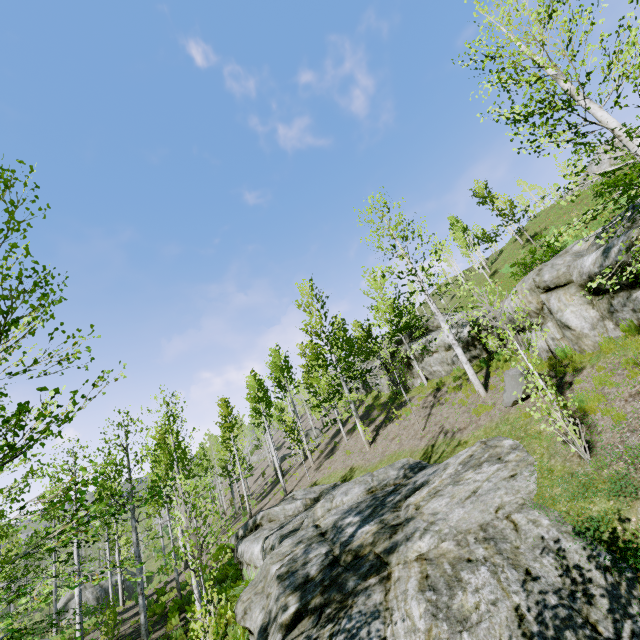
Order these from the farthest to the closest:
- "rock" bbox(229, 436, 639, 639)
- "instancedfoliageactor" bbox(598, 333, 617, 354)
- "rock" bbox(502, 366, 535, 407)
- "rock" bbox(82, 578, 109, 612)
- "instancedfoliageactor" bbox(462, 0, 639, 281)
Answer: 1. "rock" bbox(82, 578, 109, 612)
2. "rock" bbox(502, 366, 535, 407)
3. "instancedfoliageactor" bbox(598, 333, 617, 354)
4. "instancedfoliageactor" bbox(462, 0, 639, 281)
5. "rock" bbox(229, 436, 639, 639)

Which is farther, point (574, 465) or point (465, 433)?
point (465, 433)

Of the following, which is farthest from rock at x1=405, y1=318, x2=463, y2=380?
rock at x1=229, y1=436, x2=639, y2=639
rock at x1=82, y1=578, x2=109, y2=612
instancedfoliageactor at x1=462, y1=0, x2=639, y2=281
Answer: rock at x1=82, y1=578, x2=109, y2=612

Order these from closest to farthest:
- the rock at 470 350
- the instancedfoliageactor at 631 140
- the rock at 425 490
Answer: the rock at 425 490 → the instancedfoliageactor at 631 140 → the rock at 470 350

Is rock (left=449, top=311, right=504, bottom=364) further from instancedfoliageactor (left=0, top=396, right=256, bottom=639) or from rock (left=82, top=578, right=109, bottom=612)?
rock (left=82, top=578, right=109, bottom=612)

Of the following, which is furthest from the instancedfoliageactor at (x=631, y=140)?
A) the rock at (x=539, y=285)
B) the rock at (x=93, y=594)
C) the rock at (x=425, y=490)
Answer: the rock at (x=539, y=285)

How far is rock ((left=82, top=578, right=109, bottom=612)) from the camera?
31.4 meters
